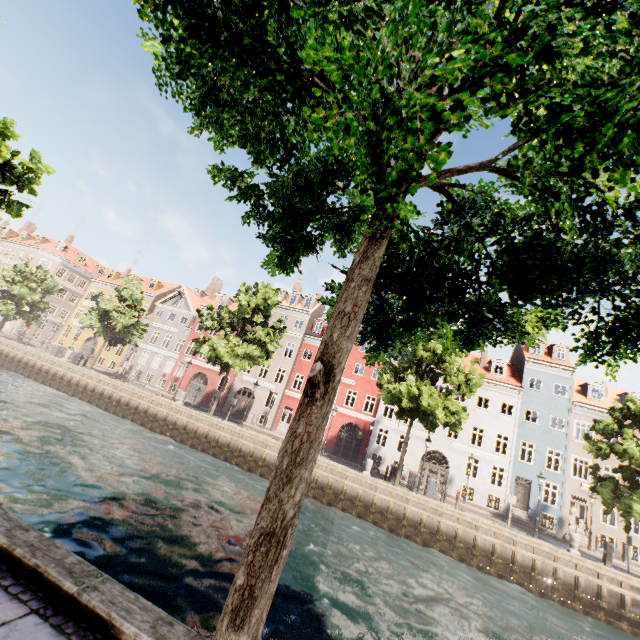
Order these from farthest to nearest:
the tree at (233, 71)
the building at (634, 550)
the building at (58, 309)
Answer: the building at (58, 309), the building at (634, 550), the tree at (233, 71)

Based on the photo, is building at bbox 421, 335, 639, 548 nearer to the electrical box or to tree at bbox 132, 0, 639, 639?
tree at bbox 132, 0, 639, 639

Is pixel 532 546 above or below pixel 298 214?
below

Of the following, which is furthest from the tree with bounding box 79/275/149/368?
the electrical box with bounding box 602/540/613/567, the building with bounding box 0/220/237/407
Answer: the building with bounding box 0/220/237/407

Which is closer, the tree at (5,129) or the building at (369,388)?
the tree at (5,129)

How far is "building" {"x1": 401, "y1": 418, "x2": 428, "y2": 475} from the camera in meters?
29.0

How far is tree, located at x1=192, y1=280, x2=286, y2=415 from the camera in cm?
2511
